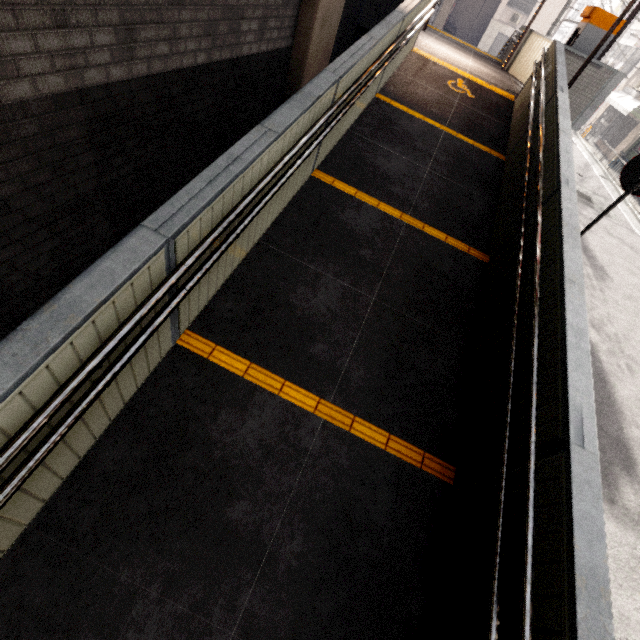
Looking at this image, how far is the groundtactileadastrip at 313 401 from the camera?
2.89m

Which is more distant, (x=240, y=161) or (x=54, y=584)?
(x=240, y=161)

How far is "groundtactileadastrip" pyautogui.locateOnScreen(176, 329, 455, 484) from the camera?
2.89m

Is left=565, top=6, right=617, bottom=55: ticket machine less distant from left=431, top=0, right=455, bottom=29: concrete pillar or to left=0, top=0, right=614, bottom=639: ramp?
left=0, top=0, right=614, bottom=639: ramp

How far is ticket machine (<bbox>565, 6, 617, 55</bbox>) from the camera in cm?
680

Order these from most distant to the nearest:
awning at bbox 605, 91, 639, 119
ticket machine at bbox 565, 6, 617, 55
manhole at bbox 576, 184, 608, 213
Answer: awning at bbox 605, 91, 639, 119 < manhole at bbox 576, 184, 608, 213 < ticket machine at bbox 565, 6, 617, 55

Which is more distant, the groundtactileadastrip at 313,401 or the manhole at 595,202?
the manhole at 595,202

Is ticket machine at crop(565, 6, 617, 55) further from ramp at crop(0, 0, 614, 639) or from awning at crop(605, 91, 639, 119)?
awning at crop(605, 91, 639, 119)
